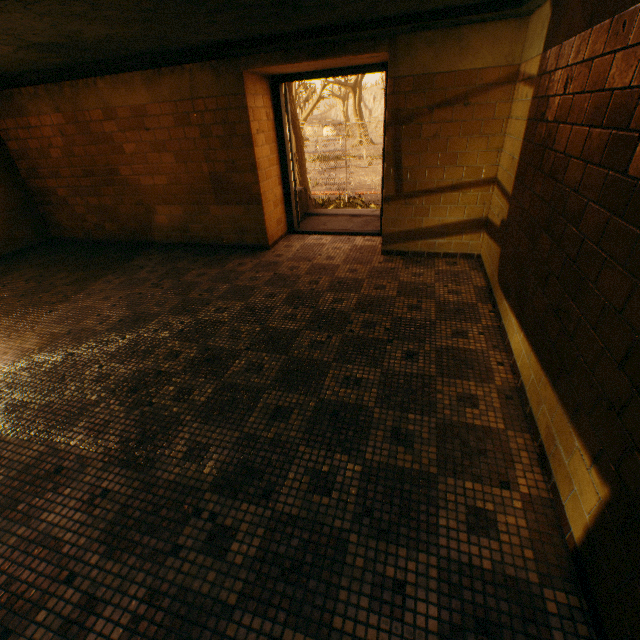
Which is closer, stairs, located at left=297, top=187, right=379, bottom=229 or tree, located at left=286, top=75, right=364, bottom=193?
stairs, located at left=297, top=187, right=379, bottom=229

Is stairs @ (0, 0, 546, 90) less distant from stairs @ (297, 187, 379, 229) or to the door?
the door

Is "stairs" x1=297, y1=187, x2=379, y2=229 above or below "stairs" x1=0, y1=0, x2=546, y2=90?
below

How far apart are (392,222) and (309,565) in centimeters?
381cm

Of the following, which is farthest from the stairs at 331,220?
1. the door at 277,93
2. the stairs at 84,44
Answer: the stairs at 84,44

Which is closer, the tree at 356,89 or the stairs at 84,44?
the stairs at 84,44

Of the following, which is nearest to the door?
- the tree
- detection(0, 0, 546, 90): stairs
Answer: detection(0, 0, 546, 90): stairs

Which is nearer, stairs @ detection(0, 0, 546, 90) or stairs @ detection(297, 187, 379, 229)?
stairs @ detection(0, 0, 546, 90)
